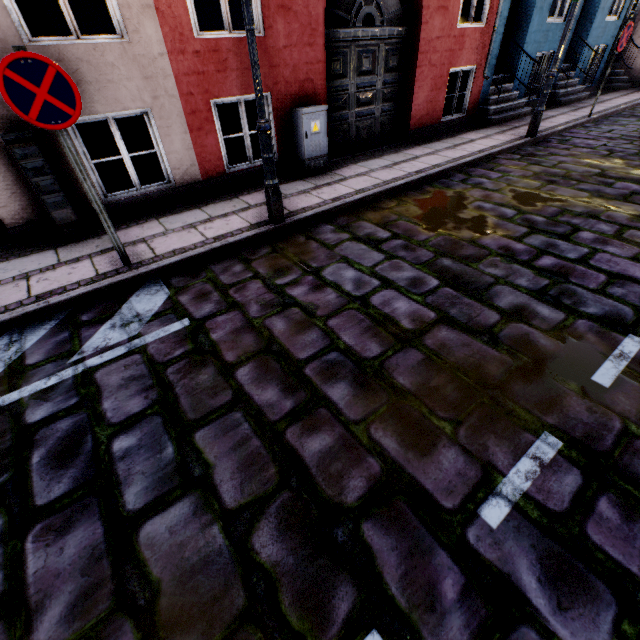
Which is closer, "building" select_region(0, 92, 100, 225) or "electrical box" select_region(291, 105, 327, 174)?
"building" select_region(0, 92, 100, 225)

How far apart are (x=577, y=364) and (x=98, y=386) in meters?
3.8

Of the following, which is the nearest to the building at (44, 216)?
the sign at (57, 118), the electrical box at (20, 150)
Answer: the electrical box at (20, 150)

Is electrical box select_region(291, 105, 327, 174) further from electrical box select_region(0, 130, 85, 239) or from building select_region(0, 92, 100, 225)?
electrical box select_region(0, 130, 85, 239)

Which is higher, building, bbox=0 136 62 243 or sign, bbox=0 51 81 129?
sign, bbox=0 51 81 129

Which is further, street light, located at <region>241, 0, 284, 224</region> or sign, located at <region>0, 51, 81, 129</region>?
street light, located at <region>241, 0, 284, 224</region>

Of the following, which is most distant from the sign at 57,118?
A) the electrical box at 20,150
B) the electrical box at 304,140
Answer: the electrical box at 304,140

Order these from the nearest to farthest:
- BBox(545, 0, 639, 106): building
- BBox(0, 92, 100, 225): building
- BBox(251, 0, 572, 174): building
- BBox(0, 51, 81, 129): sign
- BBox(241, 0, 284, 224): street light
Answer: BBox(0, 51, 81, 129): sign
BBox(241, 0, 284, 224): street light
BBox(0, 92, 100, 225): building
BBox(251, 0, 572, 174): building
BBox(545, 0, 639, 106): building
